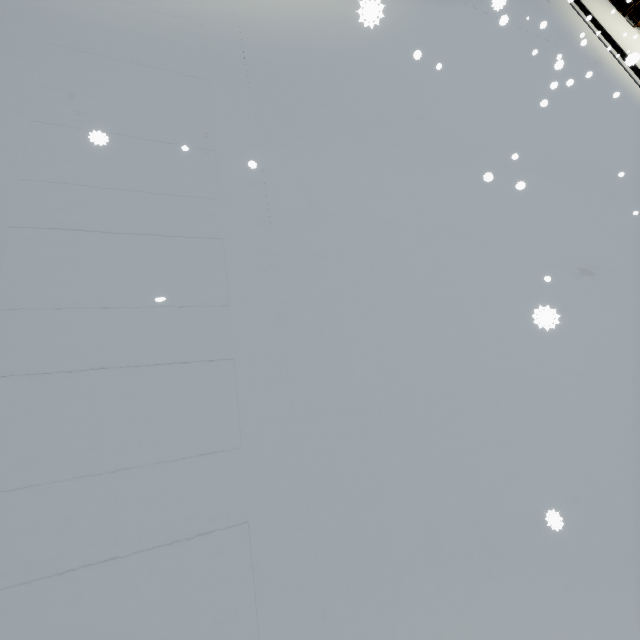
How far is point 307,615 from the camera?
2.5 meters
